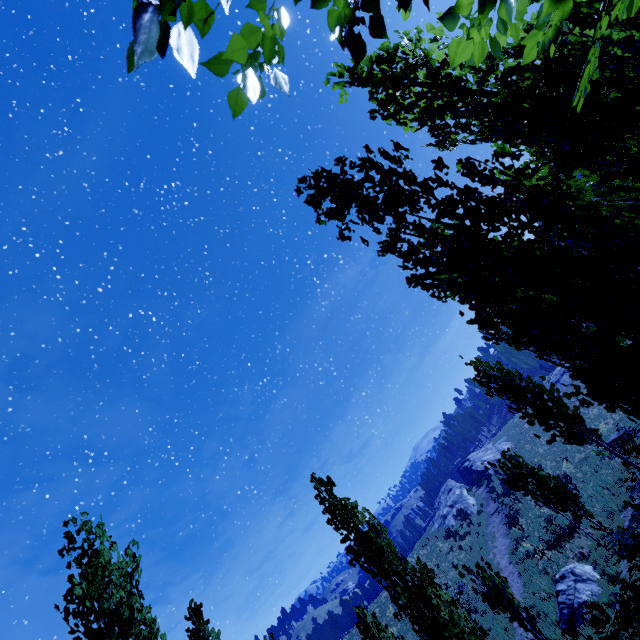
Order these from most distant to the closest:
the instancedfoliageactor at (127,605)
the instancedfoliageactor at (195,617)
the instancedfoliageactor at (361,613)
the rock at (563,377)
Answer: the rock at (563,377), the instancedfoliageactor at (195,617), the instancedfoliageactor at (361,613), the instancedfoliageactor at (127,605)

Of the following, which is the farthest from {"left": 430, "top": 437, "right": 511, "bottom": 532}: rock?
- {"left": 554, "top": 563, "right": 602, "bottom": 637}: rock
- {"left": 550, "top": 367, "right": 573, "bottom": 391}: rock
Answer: {"left": 554, "top": 563, "right": 602, "bottom": 637}: rock

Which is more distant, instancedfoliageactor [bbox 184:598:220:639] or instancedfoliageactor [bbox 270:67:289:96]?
instancedfoliageactor [bbox 184:598:220:639]

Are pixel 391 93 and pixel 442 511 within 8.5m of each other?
no

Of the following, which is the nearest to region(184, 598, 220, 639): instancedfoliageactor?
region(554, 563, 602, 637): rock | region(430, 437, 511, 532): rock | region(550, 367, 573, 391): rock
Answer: region(550, 367, 573, 391): rock

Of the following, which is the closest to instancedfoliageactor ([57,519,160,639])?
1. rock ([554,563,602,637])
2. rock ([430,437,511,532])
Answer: rock ([554,563,602,637])

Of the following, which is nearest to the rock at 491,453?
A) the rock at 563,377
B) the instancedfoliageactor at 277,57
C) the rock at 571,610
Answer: the rock at 563,377

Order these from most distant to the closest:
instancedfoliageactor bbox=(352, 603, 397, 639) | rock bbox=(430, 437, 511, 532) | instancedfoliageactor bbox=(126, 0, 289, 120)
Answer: rock bbox=(430, 437, 511, 532) → instancedfoliageactor bbox=(352, 603, 397, 639) → instancedfoliageactor bbox=(126, 0, 289, 120)
